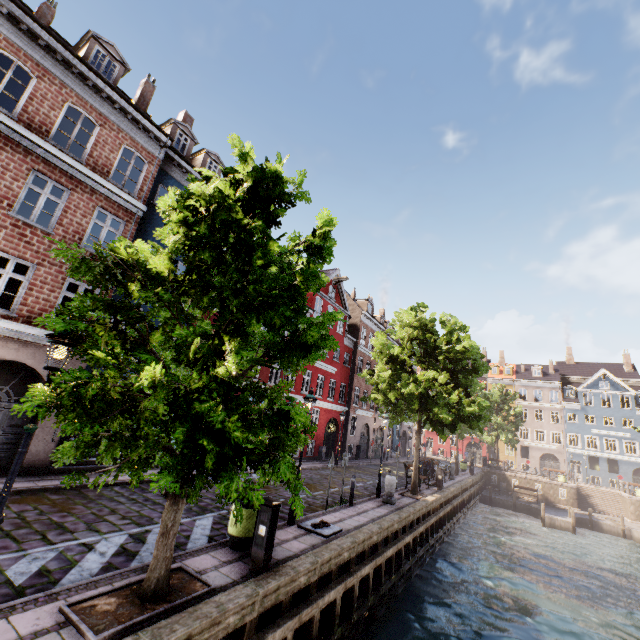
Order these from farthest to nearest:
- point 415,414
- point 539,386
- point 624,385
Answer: point 539,386 → point 624,385 → point 415,414

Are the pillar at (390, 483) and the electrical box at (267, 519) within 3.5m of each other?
no

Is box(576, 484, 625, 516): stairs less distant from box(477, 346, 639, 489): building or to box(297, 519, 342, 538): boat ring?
box(477, 346, 639, 489): building

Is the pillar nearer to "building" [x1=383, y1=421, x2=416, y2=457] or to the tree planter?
"building" [x1=383, y1=421, x2=416, y2=457]

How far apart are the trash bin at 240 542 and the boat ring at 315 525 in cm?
210

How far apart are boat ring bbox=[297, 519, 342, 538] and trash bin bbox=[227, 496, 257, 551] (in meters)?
2.10

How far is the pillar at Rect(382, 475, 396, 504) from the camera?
14.0 meters

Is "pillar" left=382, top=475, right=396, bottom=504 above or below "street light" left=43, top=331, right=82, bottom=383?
below
